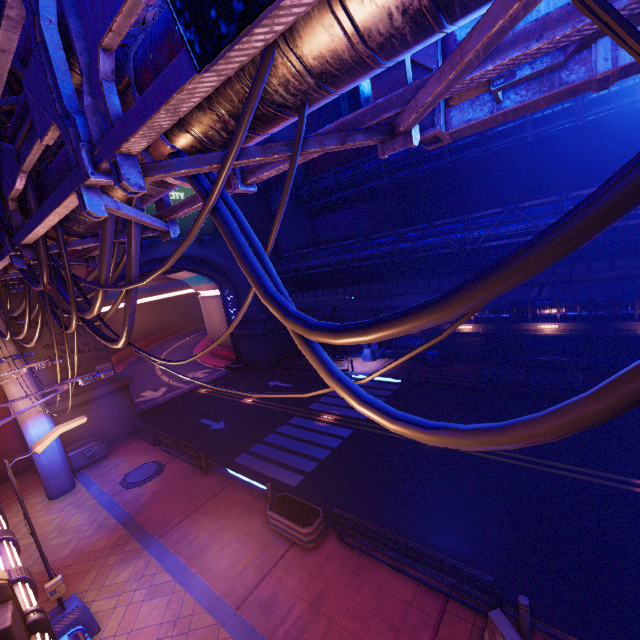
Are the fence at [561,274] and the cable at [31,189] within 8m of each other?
no

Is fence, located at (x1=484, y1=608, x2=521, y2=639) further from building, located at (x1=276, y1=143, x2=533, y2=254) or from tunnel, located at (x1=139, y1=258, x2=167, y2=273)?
building, located at (x1=276, y1=143, x2=533, y2=254)

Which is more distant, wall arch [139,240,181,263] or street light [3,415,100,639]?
wall arch [139,240,181,263]

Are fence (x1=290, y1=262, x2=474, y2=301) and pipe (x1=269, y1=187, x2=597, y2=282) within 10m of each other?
yes

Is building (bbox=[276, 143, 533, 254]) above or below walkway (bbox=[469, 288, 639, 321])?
above

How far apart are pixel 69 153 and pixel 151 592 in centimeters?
1286cm

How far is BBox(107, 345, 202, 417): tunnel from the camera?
28.79m

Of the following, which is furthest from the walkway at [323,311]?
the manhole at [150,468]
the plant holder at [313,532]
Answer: the manhole at [150,468]
